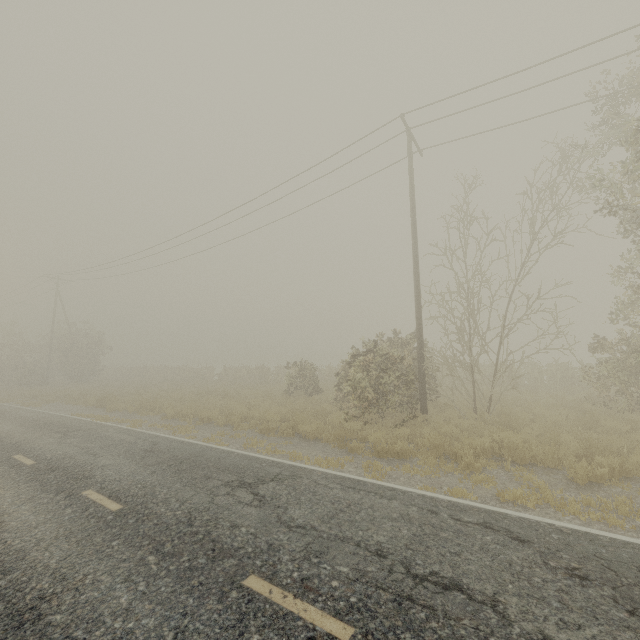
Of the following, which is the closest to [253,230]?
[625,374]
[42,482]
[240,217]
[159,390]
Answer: [240,217]
